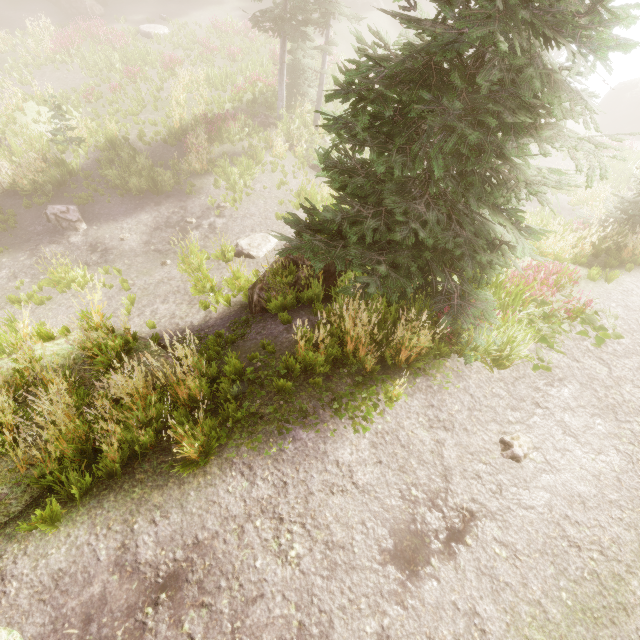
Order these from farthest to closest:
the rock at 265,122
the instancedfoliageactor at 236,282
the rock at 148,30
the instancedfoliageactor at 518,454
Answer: the rock at 148,30 → the rock at 265,122 → the instancedfoliageactor at 236,282 → the instancedfoliageactor at 518,454

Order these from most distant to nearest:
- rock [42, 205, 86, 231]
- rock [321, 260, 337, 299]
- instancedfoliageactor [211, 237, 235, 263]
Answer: rock [42, 205, 86, 231], instancedfoliageactor [211, 237, 235, 263], rock [321, 260, 337, 299]

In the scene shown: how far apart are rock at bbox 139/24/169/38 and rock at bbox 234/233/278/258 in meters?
21.2

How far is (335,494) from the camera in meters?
4.3

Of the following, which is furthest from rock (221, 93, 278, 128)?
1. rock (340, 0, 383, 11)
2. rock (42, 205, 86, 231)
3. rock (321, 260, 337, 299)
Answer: rock (340, 0, 383, 11)

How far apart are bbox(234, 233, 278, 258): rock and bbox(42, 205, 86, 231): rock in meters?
6.5

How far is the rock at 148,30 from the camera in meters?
22.5

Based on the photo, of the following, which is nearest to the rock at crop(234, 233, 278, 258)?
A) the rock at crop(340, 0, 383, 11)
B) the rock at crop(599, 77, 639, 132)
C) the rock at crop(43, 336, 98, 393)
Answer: the rock at crop(43, 336, 98, 393)
